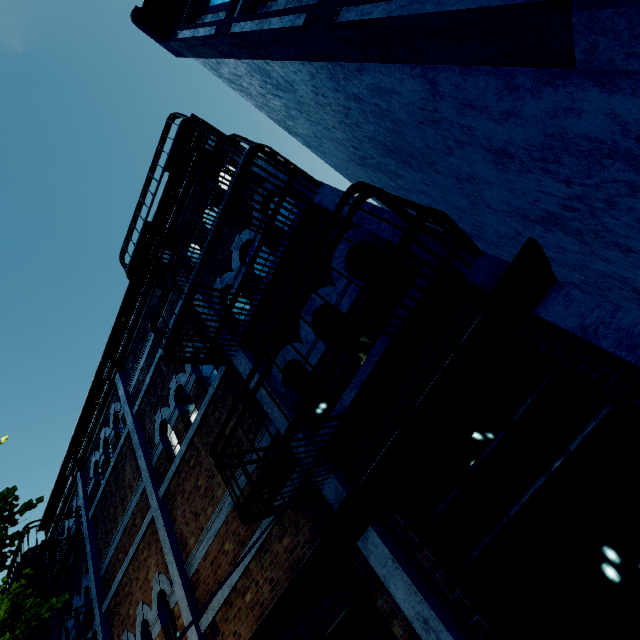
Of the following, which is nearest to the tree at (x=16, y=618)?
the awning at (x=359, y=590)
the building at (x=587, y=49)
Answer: the building at (x=587, y=49)

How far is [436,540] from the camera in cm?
327

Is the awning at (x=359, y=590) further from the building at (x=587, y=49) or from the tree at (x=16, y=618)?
the building at (x=587, y=49)

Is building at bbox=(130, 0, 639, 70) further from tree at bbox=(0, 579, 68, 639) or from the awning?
the awning

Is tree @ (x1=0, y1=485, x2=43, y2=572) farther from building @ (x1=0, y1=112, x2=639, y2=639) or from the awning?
the awning

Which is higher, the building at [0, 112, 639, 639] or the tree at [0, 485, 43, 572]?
the tree at [0, 485, 43, 572]

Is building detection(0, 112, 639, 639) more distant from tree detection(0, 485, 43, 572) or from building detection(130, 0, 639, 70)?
building detection(130, 0, 639, 70)

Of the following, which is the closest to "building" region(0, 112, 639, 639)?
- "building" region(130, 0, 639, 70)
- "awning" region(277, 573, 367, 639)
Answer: "awning" region(277, 573, 367, 639)
